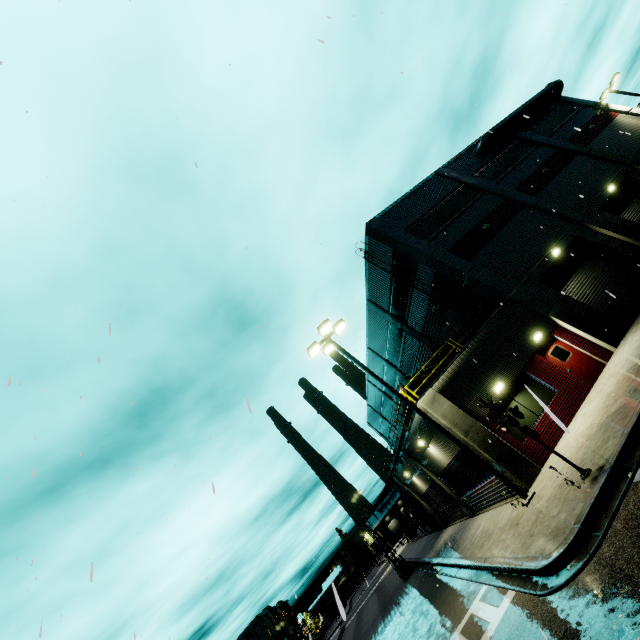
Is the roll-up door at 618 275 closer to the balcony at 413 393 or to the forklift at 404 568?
the balcony at 413 393

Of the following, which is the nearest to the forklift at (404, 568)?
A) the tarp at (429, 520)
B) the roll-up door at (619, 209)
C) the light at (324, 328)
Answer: the tarp at (429, 520)

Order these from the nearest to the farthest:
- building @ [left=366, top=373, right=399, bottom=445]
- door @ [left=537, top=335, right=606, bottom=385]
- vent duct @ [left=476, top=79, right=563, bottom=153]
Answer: door @ [left=537, top=335, right=606, bottom=385], vent duct @ [left=476, top=79, right=563, bottom=153], building @ [left=366, top=373, right=399, bottom=445]

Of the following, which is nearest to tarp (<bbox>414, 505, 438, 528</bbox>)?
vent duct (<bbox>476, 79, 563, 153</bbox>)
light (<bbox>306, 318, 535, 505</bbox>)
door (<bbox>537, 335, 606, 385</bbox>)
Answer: light (<bbox>306, 318, 535, 505</bbox>)

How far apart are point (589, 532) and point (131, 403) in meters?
10.8 m

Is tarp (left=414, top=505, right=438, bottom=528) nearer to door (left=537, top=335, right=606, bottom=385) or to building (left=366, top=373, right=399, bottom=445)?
building (left=366, top=373, right=399, bottom=445)

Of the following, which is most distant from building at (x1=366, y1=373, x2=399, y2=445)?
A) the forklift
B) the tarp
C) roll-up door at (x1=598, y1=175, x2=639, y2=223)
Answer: the forklift

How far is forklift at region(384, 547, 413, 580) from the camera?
25.2 meters
